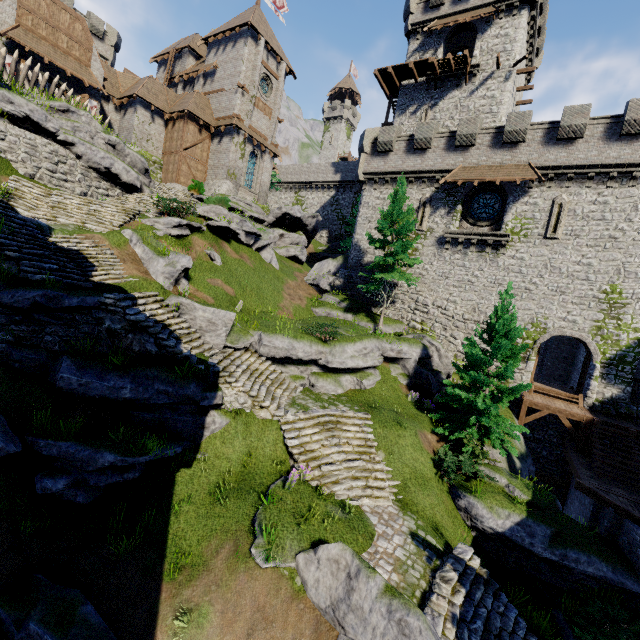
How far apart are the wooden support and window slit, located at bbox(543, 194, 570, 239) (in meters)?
10.16

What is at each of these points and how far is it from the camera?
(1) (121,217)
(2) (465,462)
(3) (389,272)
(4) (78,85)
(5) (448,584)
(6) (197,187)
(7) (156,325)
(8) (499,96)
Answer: (1) stairs, 16.80m
(2) bush, 13.18m
(3) tree, 21.50m
(4) double door, 25.16m
(5) stairs, 8.68m
(6) bush, 29.95m
(7) stairs, 12.08m
(8) building, 26.86m

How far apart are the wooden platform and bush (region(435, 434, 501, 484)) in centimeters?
2972cm

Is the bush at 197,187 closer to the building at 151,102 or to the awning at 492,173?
the building at 151,102

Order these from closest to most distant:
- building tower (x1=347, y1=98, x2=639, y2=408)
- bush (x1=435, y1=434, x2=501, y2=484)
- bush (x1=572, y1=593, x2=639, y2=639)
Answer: bush (x1=572, y1=593, x2=639, y2=639) < bush (x1=435, y1=434, x2=501, y2=484) < building tower (x1=347, y1=98, x2=639, y2=408)

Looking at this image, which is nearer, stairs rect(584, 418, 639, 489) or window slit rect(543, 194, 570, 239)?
stairs rect(584, 418, 639, 489)

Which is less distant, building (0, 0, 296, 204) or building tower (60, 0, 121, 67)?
building (0, 0, 296, 204)

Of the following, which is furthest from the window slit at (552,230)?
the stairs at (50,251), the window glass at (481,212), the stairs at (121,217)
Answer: the stairs at (121,217)
